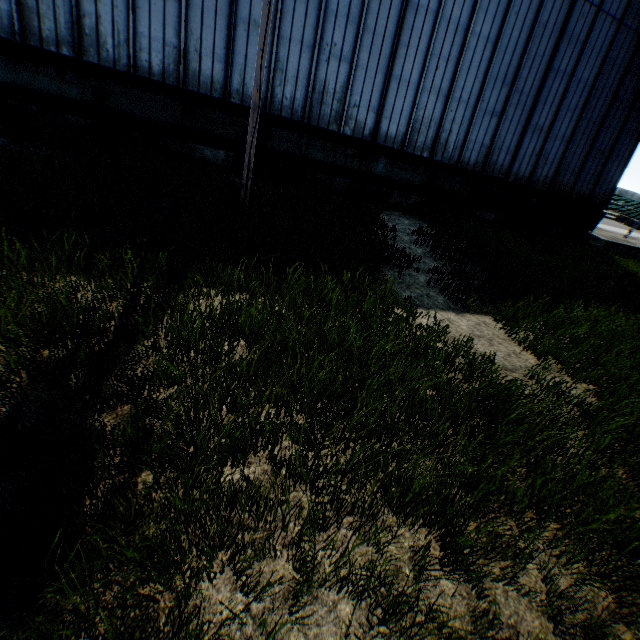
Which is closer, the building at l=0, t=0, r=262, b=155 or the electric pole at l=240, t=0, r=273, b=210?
the electric pole at l=240, t=0, r=273, b=210

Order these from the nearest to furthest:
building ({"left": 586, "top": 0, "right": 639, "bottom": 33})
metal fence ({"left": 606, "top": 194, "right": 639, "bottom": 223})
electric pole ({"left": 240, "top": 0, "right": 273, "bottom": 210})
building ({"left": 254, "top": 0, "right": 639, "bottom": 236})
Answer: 1. electric pole ({"left": 240, "top": 0, "right": 273, "bottom": 210})
2. building ({"left": 254, "top": 0, "right": 639, "bottom": 236})
3. building ({"left": 586, "top": 0, "right": 639, "bottom": 33})
4. metal fence ({"left": 606, "top": 194, "right": 639, "bottom": 223})

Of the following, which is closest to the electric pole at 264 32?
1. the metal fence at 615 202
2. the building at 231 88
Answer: the building at 231 88

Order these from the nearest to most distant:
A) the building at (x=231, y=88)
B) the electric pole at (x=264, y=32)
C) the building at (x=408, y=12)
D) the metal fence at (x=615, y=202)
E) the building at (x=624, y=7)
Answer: the electric pole at (x=264, y=32)
the building at (x=231, y=88)
the building at (x=408, y=12)
the building at (x=624, y=7)
the metal fence at (x=615, y=202)

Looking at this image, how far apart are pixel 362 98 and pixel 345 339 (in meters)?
11.55

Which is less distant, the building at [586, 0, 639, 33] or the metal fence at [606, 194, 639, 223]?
the building at [586, 0, 639, 33]
